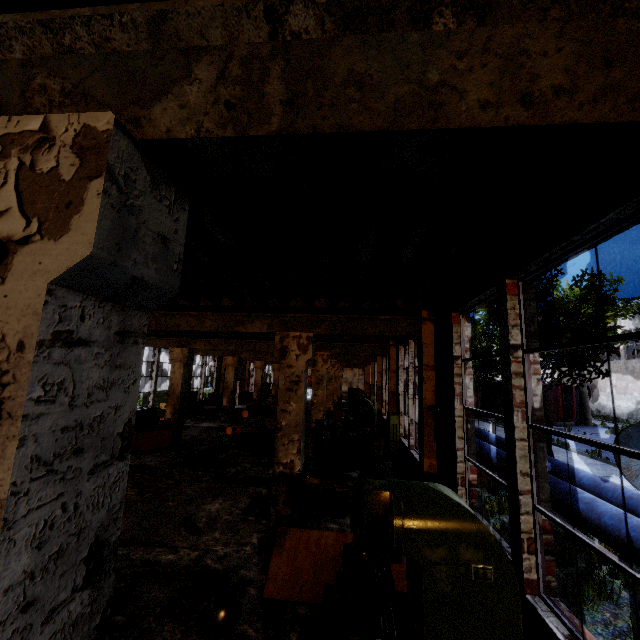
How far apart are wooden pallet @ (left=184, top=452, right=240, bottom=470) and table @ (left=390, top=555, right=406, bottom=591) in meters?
6.2 m

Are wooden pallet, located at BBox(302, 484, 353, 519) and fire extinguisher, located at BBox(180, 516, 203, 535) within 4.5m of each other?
yes

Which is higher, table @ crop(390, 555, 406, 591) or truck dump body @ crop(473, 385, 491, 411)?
truck dump body @ crop(473, 385, 491, 411)

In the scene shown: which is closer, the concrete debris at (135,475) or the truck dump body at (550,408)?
the concrete debris at (135,475)

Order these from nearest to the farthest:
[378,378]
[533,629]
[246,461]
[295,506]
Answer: [533,629], [295,506], [246,461], [378,378]

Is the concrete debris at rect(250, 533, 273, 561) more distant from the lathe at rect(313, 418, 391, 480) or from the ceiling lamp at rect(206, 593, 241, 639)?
the lathe at rect(313, 418, 391, 480)

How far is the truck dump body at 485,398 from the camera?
27.22m

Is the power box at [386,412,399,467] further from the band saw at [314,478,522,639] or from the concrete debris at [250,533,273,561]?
the band saw at [314,478,522,639]
